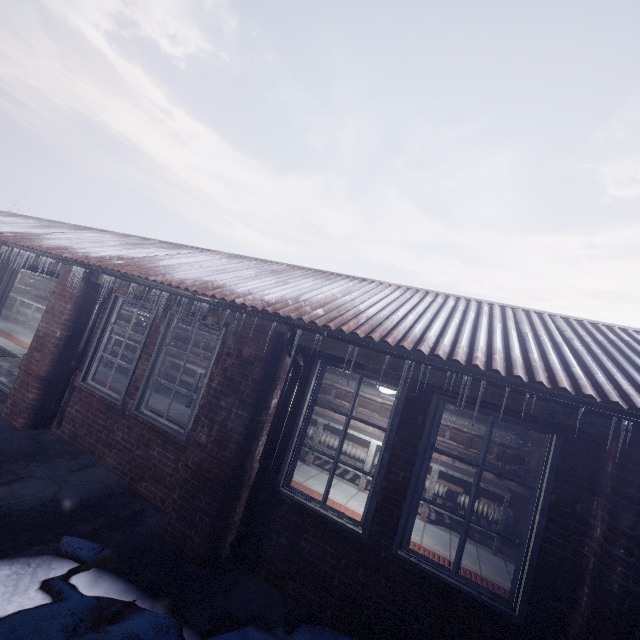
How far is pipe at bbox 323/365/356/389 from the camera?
6.1m

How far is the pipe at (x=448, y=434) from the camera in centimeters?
505cm

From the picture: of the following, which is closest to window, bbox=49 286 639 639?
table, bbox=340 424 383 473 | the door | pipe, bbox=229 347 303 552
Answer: pipe, bbox=229 347 303 552

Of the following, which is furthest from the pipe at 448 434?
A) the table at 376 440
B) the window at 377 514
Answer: the window at 377 514

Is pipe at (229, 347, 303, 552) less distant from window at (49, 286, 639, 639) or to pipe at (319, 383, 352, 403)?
window at (49, 286, 639, 639)

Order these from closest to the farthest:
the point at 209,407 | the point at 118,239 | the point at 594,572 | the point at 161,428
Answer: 1. the point at 594,572
2. the point at 209,407
3. the point at 161,428
4. the point at 118,239

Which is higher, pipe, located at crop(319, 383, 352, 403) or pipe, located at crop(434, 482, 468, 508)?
pipe, located at crop(319, 383, 352, 403)

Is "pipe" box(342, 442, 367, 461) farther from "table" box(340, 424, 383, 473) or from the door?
the door
